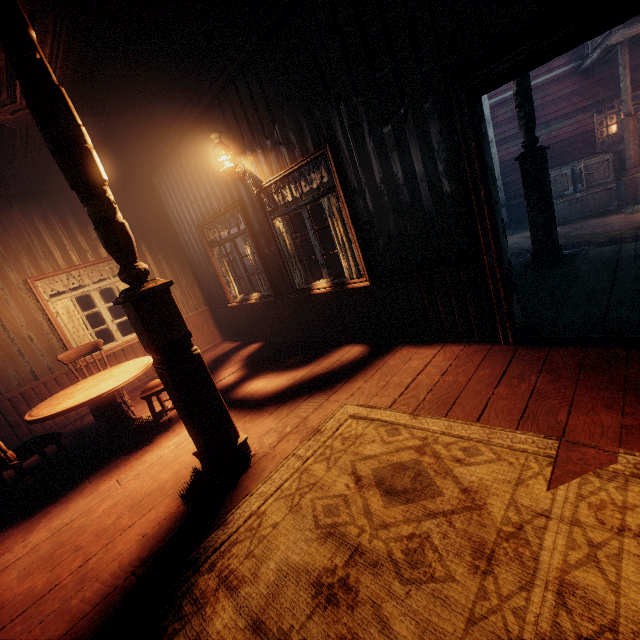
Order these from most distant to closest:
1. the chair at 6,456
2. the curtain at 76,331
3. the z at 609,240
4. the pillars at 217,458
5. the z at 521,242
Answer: the z at 521,242
the z at 609,240
the curtain at 76,331
the chair at 6,456
the pillars at 217,458

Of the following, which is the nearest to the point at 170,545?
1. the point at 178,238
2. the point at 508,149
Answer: the point at 178,238

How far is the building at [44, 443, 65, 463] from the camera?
4.2m

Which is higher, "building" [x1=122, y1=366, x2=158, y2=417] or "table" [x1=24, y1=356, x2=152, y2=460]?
"table" [x1=24, y1=356, x2=152, y2=460]

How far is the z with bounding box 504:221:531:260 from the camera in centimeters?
940cm

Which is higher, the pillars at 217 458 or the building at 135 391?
the pillars at 217 458

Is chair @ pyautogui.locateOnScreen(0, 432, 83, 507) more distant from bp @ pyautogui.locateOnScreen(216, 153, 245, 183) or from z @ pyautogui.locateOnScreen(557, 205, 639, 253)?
bp @ pyautogui.locateOnScreen(216, 153, 245, 183)

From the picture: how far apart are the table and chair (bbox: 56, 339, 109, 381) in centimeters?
47cm
